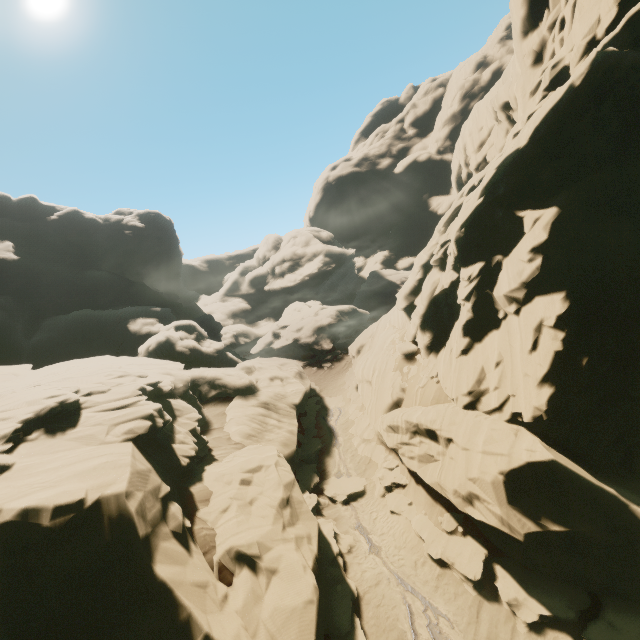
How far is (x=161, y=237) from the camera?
59.3m

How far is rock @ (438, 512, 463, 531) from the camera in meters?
15.1

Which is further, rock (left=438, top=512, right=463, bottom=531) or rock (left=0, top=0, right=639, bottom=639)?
rock (left=438, top=512, right=463, bottom=531)

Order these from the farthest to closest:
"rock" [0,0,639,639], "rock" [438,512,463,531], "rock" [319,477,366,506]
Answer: "rock" [319,477,366,506]
"rock" [438,512,463,531]
"rock" [0,0,639,639]

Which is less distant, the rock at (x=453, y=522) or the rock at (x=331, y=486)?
the rock at (x=453, y=522)
